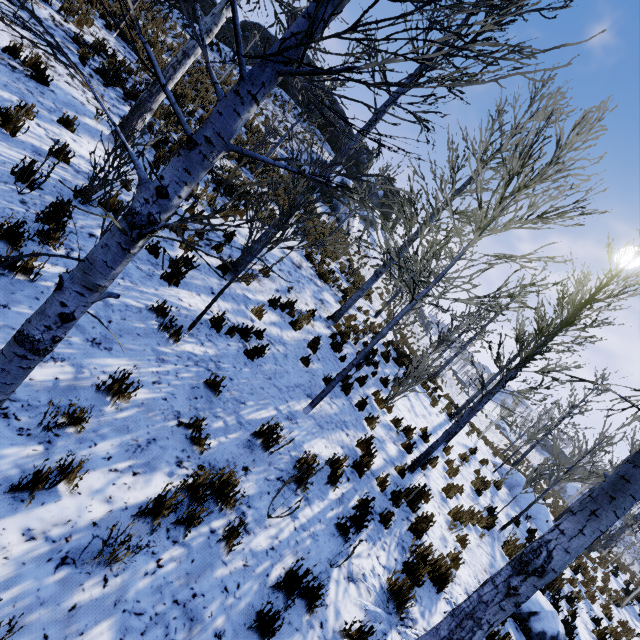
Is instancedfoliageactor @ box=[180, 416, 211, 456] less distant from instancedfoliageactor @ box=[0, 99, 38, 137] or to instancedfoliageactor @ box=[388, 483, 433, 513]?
instancedfoliageactor @ box=[0, 99, 38, 137]

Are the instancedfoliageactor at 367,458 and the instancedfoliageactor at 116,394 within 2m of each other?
no

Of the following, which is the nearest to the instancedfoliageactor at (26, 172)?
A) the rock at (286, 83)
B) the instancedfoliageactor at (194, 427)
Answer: the instancedfoliageactor at (194, 427)

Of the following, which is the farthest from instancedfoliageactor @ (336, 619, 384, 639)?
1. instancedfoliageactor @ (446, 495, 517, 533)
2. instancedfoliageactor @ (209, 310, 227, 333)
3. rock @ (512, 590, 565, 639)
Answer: instancedfoliageactor @ (446, 495, 517, 533)

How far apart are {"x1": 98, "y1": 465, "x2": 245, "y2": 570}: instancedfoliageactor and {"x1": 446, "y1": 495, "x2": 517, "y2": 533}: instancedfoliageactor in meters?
7.5

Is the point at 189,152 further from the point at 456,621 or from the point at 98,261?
the point at 456,621

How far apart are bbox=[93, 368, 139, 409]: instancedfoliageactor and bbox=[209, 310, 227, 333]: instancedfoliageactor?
2.1 meters

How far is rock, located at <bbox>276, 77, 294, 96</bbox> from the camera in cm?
2784
